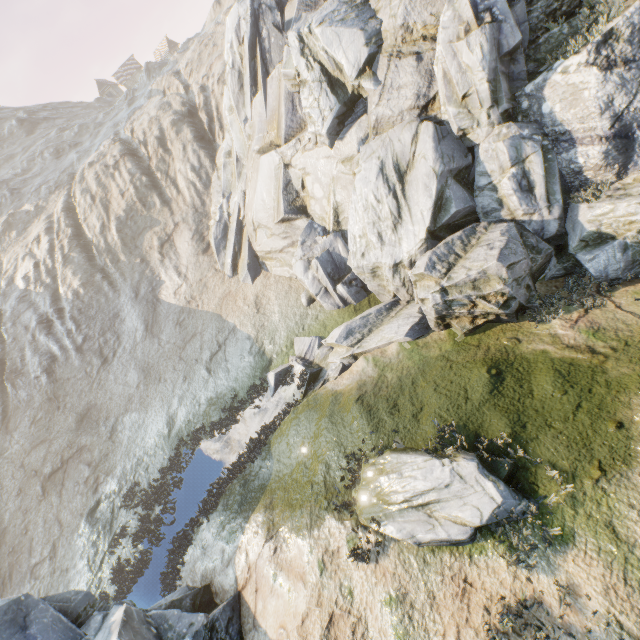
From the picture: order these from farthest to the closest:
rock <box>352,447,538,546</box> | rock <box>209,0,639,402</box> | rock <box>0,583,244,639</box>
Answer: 1. rock <box>209,0,639,402</box>
2. rock <box>0,583,244,639</box>
3. rock <box>352,447,538,546</box>

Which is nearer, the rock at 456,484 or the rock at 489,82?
the rock at 456,484

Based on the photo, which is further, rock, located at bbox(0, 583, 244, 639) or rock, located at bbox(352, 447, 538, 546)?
rock, located at bbox(0, 583, 244, 639)

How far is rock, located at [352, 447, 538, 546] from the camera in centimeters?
682cm

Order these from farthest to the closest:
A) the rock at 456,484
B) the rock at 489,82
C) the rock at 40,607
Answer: the rock at 489,82
the rock at 40,607
the rock at 456,484

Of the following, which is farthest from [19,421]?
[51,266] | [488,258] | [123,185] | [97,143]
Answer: [97,143]
